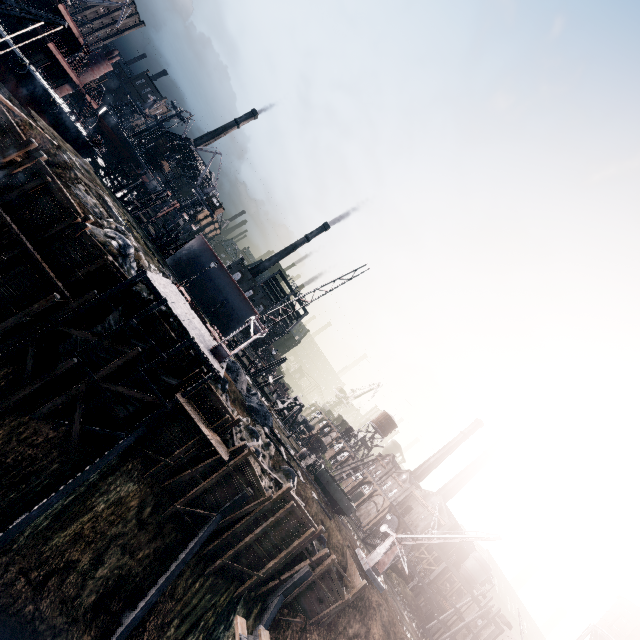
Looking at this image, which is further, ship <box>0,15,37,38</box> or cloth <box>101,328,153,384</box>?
ship <box>0,15,37,38</box>

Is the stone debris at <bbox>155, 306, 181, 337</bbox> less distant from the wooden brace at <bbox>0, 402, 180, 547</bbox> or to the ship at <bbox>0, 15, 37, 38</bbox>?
the wooden brace at <bbox>0, 402, 180, 547</bbox>

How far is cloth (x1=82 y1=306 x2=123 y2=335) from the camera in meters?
20.8

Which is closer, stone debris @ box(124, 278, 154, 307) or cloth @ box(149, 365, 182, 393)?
cloth @ box(149, 365, 182, 393)

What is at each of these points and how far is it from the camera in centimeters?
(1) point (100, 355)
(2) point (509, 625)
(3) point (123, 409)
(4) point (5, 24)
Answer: (1) cloth, 2103cm
(2) building, 4394cm
(3) cloth, 2173cm
(4) ship, 3647cm

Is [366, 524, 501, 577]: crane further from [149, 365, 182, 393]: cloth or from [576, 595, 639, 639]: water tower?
[576, 595, 639, 639]: water tower

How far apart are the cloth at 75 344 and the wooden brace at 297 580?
23.1m

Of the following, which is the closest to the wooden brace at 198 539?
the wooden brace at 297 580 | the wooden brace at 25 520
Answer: the wooden brace at 297 580
